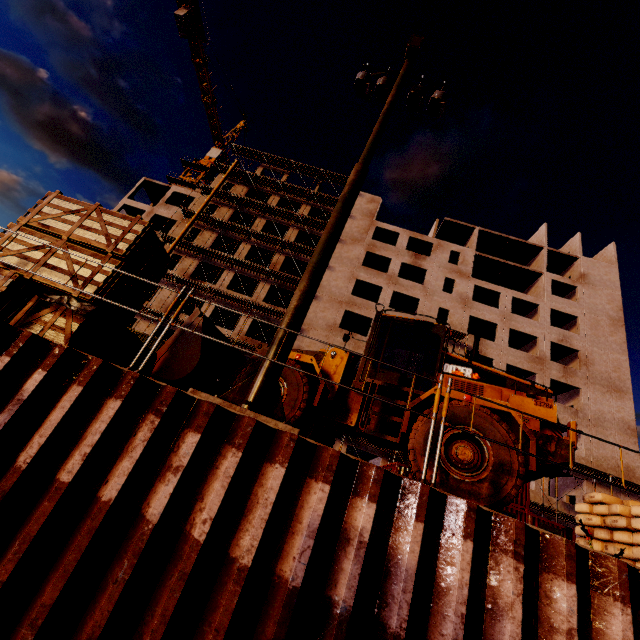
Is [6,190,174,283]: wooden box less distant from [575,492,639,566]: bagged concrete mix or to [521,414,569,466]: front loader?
[521,414,569,466]: front loader

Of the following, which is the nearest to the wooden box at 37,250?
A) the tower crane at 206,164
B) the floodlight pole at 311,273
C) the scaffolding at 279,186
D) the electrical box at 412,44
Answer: the floodlight pole at 311,273

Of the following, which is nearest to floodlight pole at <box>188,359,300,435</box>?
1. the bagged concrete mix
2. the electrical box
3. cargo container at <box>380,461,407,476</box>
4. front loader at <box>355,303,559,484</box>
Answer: the electrical box

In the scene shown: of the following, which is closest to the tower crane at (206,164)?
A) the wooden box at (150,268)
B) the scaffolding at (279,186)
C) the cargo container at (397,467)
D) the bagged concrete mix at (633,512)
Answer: the scaffolding at (279,186)

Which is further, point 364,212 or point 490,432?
point 364,212

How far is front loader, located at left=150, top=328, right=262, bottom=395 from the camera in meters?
7.9 m

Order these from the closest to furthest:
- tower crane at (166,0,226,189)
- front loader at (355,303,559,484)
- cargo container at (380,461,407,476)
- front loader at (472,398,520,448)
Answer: front loader at (472,398,520,448)
front loader at (355,303,559,484)
cargo container at (380,461,407,476)
tower crane at (166,0,226,189)

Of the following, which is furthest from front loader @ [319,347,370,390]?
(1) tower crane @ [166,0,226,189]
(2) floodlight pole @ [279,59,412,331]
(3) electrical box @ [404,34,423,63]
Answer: (1) tower crane @ [166,0,226,189]
